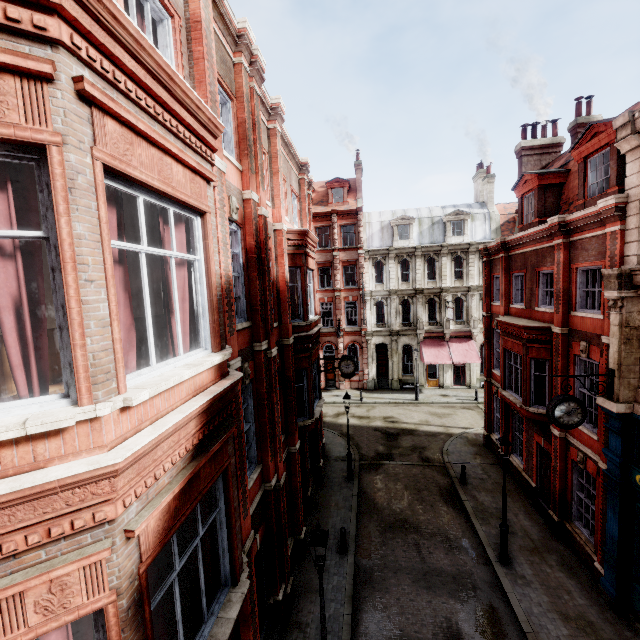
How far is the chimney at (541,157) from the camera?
17.7m

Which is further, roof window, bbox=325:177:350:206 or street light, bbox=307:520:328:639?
roof window, bbox=325:177:350:206

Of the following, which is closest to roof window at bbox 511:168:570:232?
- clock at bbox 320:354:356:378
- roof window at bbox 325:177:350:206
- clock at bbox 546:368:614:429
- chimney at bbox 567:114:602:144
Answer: chimney at bbox 567:114:602:144

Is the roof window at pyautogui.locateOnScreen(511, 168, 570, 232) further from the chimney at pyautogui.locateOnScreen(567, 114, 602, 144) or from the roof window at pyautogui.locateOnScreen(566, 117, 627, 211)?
the chimney at pyautogui.locateOnScreen(567, 114, 602, 144)

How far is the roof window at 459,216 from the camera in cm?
3078

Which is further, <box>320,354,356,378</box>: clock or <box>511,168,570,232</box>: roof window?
<box>320,354,356,378</box>: clock

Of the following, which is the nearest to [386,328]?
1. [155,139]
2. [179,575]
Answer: [179,575]

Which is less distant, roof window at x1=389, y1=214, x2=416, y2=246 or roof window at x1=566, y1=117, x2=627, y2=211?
roof window at x1=566, y1=117, x2=627, y2=211
